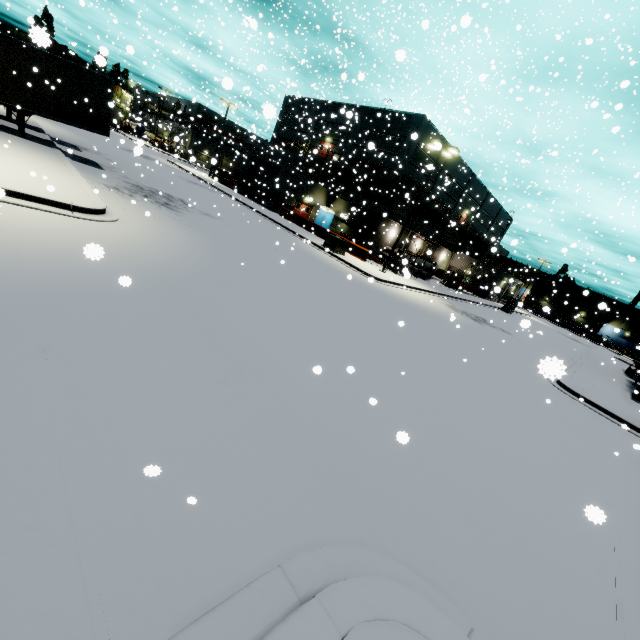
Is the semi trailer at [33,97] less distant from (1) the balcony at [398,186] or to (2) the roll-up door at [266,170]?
(1) the balcony at [398,186]

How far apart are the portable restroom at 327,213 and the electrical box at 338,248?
14.15m

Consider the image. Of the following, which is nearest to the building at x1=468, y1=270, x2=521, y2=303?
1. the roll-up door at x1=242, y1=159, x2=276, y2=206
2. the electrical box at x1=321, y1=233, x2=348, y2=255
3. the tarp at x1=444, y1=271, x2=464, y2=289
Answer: the roll-up door at x1=242, y1=159, x2=276, y2=206

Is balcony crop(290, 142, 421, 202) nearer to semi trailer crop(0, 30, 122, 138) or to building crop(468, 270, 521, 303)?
building crop(468, 270, 521, 303)

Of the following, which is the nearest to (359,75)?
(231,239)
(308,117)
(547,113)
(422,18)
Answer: (231,239)

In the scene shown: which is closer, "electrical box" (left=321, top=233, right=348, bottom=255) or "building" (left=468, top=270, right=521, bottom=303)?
"electrical box" (left=321, top=233, right=348, bottom=255)

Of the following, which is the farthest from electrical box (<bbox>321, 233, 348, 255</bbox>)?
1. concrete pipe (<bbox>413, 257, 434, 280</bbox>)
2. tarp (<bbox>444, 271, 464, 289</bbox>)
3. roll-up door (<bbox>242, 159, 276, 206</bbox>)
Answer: tarp (<bbox>444, 271, 464, 289</bbox>)

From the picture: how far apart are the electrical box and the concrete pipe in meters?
13.7
